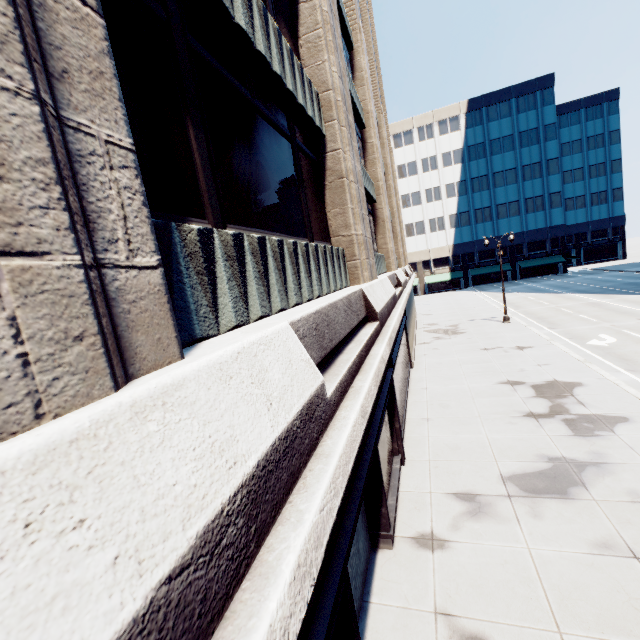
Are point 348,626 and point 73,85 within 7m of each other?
yes
